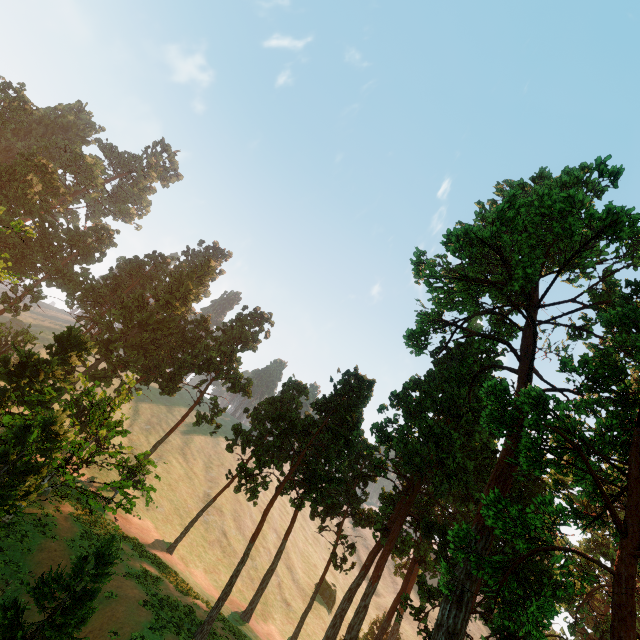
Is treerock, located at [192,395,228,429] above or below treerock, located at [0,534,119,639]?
above

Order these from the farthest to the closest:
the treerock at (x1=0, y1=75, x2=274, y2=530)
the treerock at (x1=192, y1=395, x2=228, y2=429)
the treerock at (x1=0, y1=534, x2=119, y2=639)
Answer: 1. the treerock at (x1=192, y1=395, x2=228, y2=429)
2. the treerock at (x1=0, y1=75, x2=274, y2=530)
3. the treerock at (x1=0, y1=534, x2=119, y2=639)

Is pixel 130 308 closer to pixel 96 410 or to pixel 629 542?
pixel 96 410

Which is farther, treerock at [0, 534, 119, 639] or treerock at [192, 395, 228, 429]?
treerock at [192, 395, 228, 429]

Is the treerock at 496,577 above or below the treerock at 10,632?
above

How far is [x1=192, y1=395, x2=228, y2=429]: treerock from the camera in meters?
40.8

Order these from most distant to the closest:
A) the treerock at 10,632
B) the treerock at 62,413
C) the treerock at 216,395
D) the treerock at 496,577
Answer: the treerock at 216,395, the treerock at 62,413, the treerock at 496,577, the treerock at 10,632
